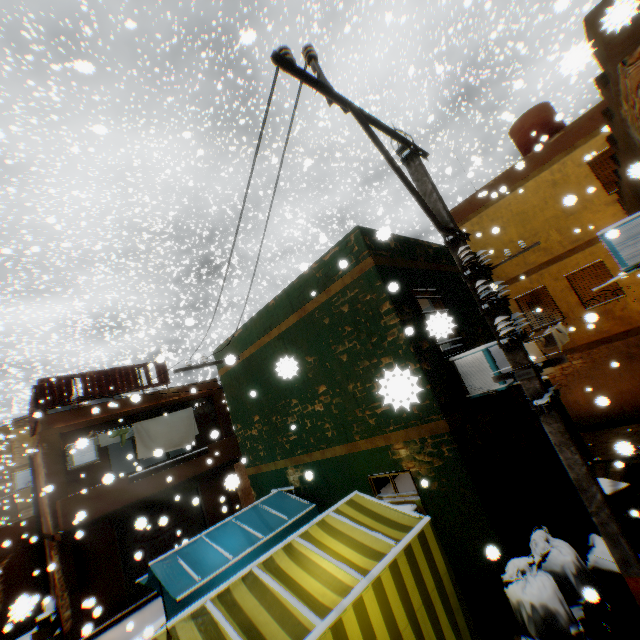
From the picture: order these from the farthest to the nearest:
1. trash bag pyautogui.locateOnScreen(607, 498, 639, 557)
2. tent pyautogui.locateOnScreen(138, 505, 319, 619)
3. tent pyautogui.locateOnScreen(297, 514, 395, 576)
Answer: tent pyautogui.locateOnScreen(138, 505, 319, 619) < trash bag pyautogui.locateOnScreen(607, 498, 639, 557) < tent pyautogui.locateOnScreen(297, 514, 395, 576)

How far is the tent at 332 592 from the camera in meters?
3.5 m

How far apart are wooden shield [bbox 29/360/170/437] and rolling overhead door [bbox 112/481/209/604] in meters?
0.3

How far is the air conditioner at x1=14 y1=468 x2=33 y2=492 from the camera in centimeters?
1502cm

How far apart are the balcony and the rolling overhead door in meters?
0.0 m

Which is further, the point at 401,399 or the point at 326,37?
the point at 326,37

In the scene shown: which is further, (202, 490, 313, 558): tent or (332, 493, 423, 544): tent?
(202, 490, 313, 558): tent

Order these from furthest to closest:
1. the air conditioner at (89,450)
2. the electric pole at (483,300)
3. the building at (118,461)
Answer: the building at (118,461)
the air conditioner at (89,450)
the electric pole at (483,300)
